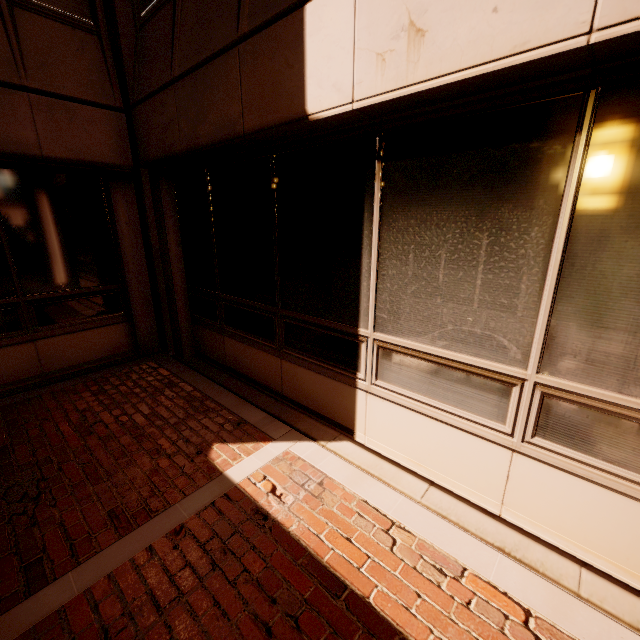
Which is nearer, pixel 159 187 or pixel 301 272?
pixel 301 272
